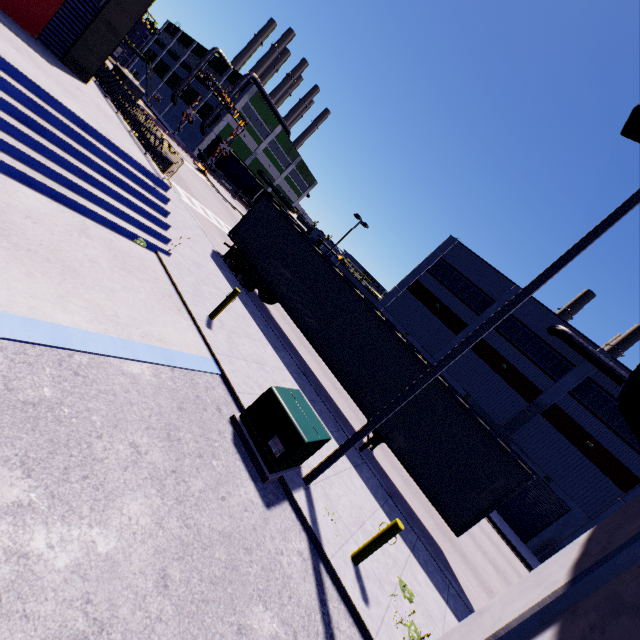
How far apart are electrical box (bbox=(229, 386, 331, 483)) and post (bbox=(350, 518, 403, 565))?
1.8m

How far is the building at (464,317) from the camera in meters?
30.2 m

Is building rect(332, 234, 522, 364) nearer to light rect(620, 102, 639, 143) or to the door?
the door

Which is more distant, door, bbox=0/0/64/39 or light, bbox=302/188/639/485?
door, bbox=0/0/64/39

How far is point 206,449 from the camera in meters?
5.5 m

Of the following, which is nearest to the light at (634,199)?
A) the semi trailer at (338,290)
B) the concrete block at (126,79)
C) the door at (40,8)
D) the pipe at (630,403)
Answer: the semi trailer at (338,290)

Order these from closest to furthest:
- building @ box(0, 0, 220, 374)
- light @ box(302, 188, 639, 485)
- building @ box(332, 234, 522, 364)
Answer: building @ box(0, 0, 220, 374) → light @ box(302, 188, 639, 485) → building @ box(332, 234, 522, 364)

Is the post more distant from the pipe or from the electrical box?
the pipe
